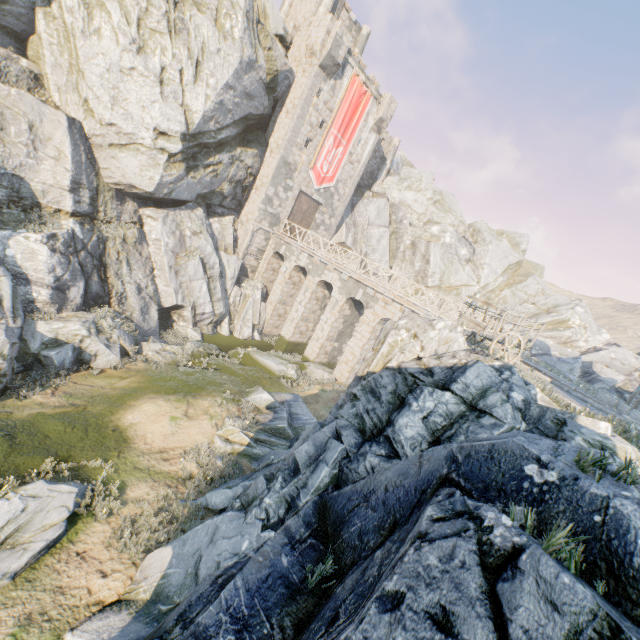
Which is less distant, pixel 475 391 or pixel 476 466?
pixel 476 466

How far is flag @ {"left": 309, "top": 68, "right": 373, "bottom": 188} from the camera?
25.36m

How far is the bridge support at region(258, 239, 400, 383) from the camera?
20.83m

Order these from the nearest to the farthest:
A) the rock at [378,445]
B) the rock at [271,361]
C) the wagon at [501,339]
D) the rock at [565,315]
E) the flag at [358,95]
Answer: the rock at [378,445] → the wagon at [501,339] → the rock at [271,361] → the flag at [358,95] → the rock at [565,315]

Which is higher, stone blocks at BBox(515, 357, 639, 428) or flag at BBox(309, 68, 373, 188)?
flag at BBox(309, 68, 373, 188)

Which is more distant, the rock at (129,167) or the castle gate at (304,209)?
the castle gate at (304,209)

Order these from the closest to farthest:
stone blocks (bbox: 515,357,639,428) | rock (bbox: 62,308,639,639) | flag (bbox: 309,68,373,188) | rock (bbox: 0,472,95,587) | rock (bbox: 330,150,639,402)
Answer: rock (bbox: 62,308,639,639)
rock (bbox: 0,472,95,587)
stone blocks (bbox: 515,357,639,428)
flag (bbox: 309,68,373,188)
rock (bbox: 330,150,639,402)

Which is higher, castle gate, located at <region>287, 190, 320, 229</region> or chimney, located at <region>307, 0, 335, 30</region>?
chimney, located at <region>307, 0, 335, 30</region>
